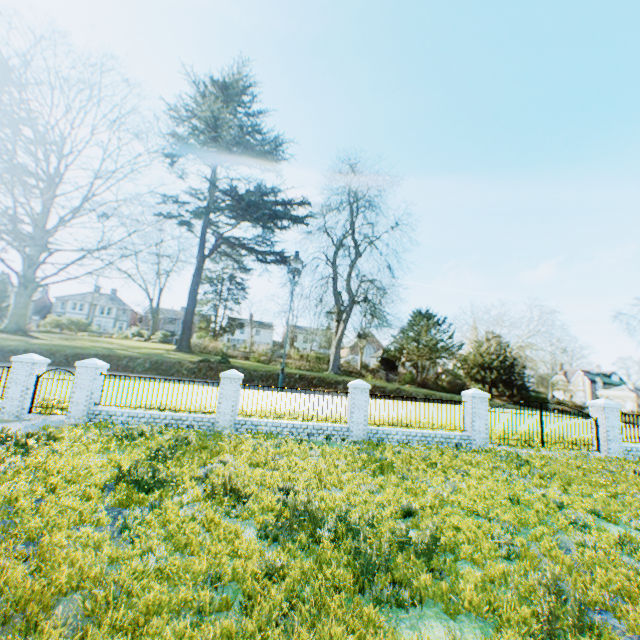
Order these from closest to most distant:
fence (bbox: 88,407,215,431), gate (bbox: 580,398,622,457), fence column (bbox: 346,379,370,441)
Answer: fence (bbox: 88,407,215,431) → fence column (bbox: 346,379,370,441) → gate (bbox: 580,398,622,457)

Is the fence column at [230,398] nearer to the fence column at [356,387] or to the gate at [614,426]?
the fence column at [356,387]

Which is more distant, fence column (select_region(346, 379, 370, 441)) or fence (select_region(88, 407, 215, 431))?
fence column (select_region(346, 379, 370, 441))

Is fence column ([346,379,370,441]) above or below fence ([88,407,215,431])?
above

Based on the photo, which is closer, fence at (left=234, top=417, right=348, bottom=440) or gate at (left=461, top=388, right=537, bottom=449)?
fence at (left=234, top=417, right=348, bottom=440)

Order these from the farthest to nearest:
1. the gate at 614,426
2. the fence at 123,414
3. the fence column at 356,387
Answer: the gate at 614,426
the fence column at 356,387
the fence at 123,414

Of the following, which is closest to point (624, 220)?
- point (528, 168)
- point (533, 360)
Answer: point (528, 168)

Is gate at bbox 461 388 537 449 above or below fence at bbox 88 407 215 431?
above
